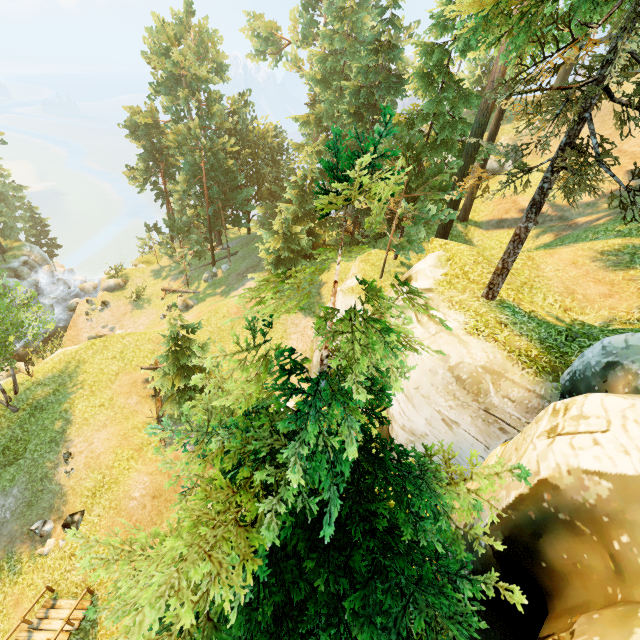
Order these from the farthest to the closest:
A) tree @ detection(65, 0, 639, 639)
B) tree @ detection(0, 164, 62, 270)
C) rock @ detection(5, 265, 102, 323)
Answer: tree @ detection(0, 164, 62, 270)
rock @ detection(5, 265, 102, 323)
tree @ detection(65, 0, 639, 639)

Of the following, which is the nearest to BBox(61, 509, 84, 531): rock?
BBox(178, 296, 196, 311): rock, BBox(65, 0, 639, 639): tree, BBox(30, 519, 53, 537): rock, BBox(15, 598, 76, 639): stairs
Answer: BBox(30, 519, 53, 537): rock

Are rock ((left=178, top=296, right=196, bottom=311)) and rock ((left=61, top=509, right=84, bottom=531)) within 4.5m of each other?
no

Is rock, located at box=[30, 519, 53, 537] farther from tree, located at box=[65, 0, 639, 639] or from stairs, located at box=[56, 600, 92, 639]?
tree, located at box=[65, 0, 639, 639]

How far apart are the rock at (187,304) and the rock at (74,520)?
18.4 meters

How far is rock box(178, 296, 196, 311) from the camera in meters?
30.6

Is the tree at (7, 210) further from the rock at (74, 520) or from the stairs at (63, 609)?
the stairs at (63, 609)

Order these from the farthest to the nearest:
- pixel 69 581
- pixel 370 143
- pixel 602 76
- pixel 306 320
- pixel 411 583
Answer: pixel 306 320
pixel 69 581
pixel 602 76
pixel 411 583
pixel 370 143
